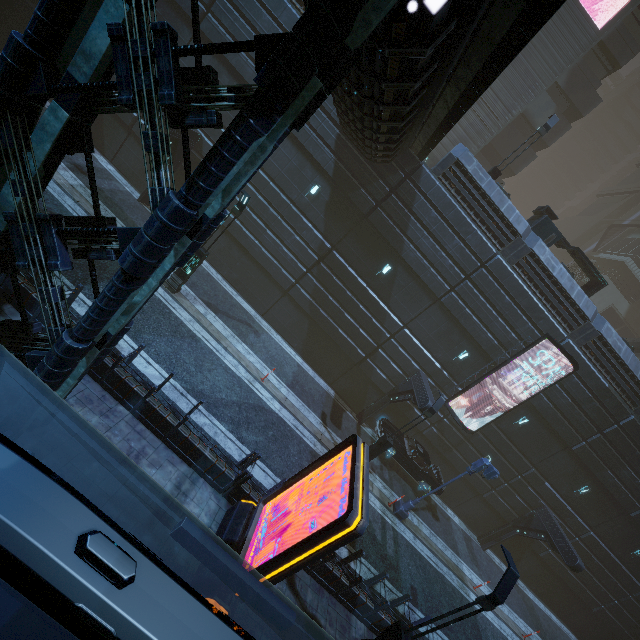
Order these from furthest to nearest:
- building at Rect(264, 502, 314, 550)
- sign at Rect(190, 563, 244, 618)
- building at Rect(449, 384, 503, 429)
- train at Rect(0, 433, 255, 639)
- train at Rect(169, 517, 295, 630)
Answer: building at Rect(449, 384, 503, 429)
building at Rect(264, 502, 314, 550)
sign at Rect(190, 563, 244, 618)
train at Rect(169, 517, 295, 630)
train at Rect(0, 433, 255, 639)

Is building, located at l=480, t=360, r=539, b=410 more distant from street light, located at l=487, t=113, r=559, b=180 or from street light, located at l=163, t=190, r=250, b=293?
street light, located at l=163, t=190, r=250, b=293

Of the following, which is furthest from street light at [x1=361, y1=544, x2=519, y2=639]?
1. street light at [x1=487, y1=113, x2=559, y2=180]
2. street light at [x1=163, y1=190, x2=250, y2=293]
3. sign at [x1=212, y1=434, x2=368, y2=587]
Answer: street light at [x1=487, y1=113, x2=559, y2=180]

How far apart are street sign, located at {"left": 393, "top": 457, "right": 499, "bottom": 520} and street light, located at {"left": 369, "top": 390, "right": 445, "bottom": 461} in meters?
2.8 m

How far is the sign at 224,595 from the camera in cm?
675

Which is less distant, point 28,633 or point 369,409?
point 28,633

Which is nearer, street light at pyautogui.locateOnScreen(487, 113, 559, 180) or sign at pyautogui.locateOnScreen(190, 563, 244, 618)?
sign at pyautogui.locateOnScreen(190, 563, 244, 618)

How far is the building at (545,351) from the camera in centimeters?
1731cm
